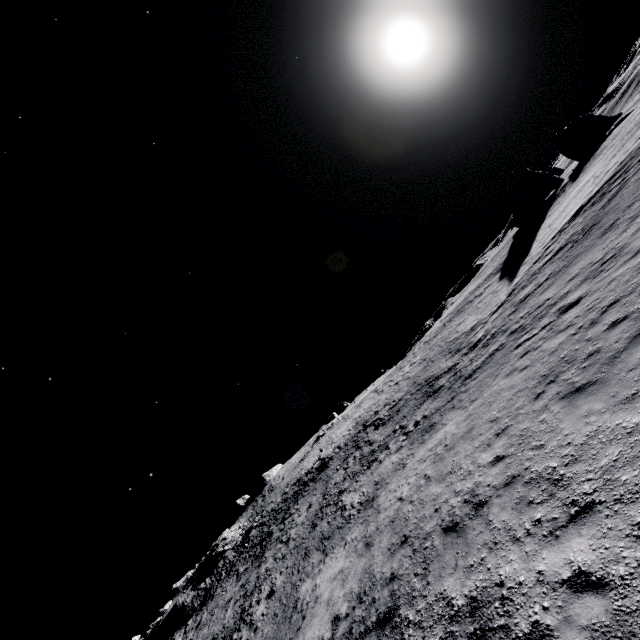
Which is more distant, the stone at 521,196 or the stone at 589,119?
the stone at 589,119

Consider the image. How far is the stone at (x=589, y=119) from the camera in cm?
4581

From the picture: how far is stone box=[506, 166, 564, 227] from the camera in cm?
4334

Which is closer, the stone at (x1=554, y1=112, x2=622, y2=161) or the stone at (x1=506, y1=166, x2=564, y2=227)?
the stone at (x1=506, y1=166, x2=564, y2=227)

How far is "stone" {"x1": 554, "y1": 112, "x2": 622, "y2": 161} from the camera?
45.8m

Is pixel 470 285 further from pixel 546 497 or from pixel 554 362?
pixel 546 497
